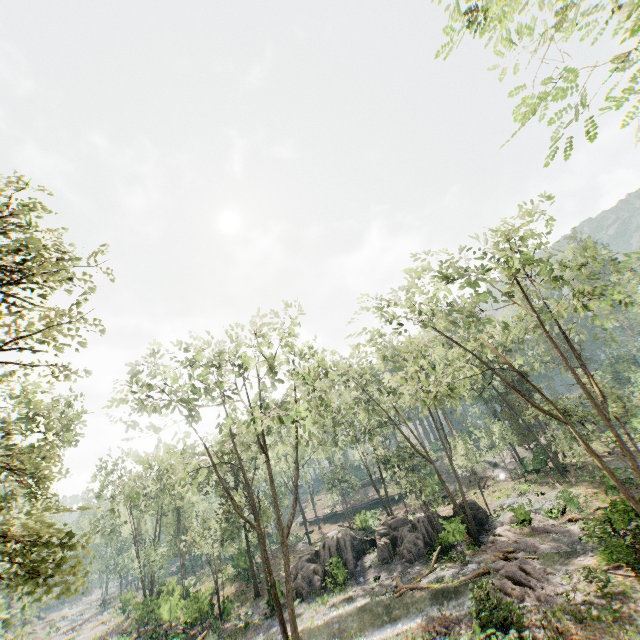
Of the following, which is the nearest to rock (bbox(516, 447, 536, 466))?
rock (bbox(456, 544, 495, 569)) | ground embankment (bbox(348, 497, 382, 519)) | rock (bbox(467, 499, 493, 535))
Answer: ground embankment (bbox(348, 497, 382, 519))

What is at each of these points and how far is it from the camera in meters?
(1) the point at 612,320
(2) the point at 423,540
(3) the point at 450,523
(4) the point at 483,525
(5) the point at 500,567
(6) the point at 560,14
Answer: (1) foliage, 16.7
(2) rock, 27.4
(3) rock, 24.3
(4) rock, 27.6
(5) foliage, 19.5
(6) foliage, 5.7

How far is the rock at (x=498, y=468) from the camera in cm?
4511

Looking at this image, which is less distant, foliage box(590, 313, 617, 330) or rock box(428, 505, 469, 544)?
foliage box(590, 313, 617, 330)

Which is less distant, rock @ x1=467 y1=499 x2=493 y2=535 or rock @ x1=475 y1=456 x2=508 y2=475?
rock @ x1=467 y1=499 x2=493 y2=535

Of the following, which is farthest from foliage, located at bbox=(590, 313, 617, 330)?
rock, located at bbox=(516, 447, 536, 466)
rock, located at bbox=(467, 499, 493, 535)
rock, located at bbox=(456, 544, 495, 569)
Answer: rock, located at bbox=(467, 499, 493, 535)

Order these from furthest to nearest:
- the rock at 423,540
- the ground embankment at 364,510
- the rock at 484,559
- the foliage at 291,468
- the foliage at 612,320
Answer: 1. the ground embankment at 364,510
2. the rock at 423,540
3. the rock at 484,559
4. the foliage at 612,320
5. the foliage at 291,468

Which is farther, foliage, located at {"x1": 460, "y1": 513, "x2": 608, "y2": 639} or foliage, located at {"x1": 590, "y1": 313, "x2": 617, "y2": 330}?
foliage, located at {"x1": 590, "y1": 313, "x2": 617, "y2": 330}
